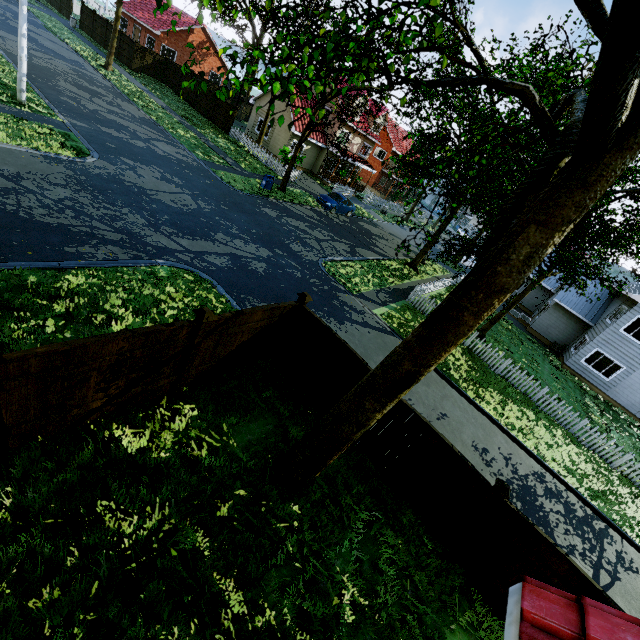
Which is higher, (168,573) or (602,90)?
(602,90)

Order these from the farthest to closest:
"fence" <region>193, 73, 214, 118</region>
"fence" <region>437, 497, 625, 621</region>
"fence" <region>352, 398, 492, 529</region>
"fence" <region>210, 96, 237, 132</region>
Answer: "fence" <region>193, 73, 214, 118</region> → "fence" <region>210, 96, 237, 132</region> → "fence" <region>352, 398, 492, 529</region> → "fence" <region>437, 497, 625, 621</region>

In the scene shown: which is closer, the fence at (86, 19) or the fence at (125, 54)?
the fence at (125, 54)

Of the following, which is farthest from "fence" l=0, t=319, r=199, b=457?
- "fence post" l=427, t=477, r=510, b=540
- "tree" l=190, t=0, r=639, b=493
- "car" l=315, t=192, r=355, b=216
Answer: "car" l=315, t=192, r=355, b=216

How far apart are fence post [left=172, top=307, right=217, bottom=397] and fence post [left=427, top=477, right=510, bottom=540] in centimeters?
598cm

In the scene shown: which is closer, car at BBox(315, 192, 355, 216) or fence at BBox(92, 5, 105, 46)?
car at BBox(315, 192, 355, 216)
